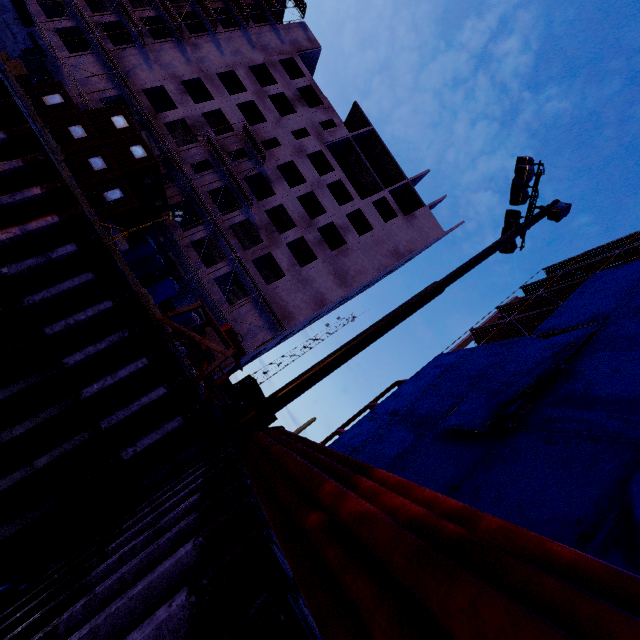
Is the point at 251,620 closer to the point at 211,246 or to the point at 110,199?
the point at 110,199

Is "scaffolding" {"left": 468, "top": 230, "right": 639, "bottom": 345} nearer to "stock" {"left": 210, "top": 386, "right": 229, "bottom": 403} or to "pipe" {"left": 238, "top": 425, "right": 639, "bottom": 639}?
"pipe" {"left": 238, "top": 425, "right": 639, "bottom": 639}

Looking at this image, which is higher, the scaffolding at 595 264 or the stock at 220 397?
the scaffolding at 595 264

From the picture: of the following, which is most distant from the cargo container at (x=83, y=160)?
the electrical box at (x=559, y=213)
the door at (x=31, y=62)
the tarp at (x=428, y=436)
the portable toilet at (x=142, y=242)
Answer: the electrical box at (x=559, y=213)

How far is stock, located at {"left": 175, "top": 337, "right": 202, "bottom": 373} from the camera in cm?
2270

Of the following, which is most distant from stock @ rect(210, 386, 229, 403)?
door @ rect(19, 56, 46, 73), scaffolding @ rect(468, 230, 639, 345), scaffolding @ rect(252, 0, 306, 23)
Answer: door @ rect(19, 56, 46, 73)

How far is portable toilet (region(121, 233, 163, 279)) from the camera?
22.92m

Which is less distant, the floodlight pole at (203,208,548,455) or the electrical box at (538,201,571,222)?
the floodlight pole at (203,208,548,455)
